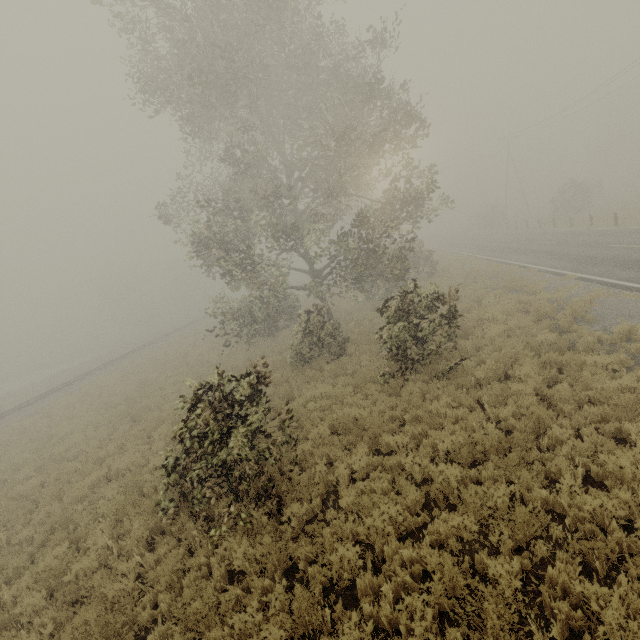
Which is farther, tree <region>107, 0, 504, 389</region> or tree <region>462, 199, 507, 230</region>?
tree <region>462, 199, 507, 230</region>

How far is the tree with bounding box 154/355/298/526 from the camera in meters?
6.3

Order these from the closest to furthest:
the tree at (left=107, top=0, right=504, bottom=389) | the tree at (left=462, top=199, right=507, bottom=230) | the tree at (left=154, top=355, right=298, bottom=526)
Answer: the tree at (left=154, top=355, right=298, bottom=526), the tree at (left=107, top=0, right=504, bottom=389), the tree at (left=462, top=199, right=507, bottom=230)

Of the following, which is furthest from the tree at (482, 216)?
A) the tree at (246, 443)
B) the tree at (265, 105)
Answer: the tree at (246, 443)

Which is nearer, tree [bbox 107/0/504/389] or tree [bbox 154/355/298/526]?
tree [bbox 154/355/298/526]

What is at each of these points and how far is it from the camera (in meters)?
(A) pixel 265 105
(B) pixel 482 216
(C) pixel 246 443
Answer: (A) tree, 17.30
(B) tree, 52.12
(C) tree, 6.54

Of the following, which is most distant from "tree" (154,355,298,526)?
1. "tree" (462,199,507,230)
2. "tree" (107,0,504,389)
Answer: "tree" (462,199,507,230)

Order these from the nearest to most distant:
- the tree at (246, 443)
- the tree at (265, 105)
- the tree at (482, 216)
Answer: the tree at (246, 443), the tree at (265, 105), the tree at (482, 216)
